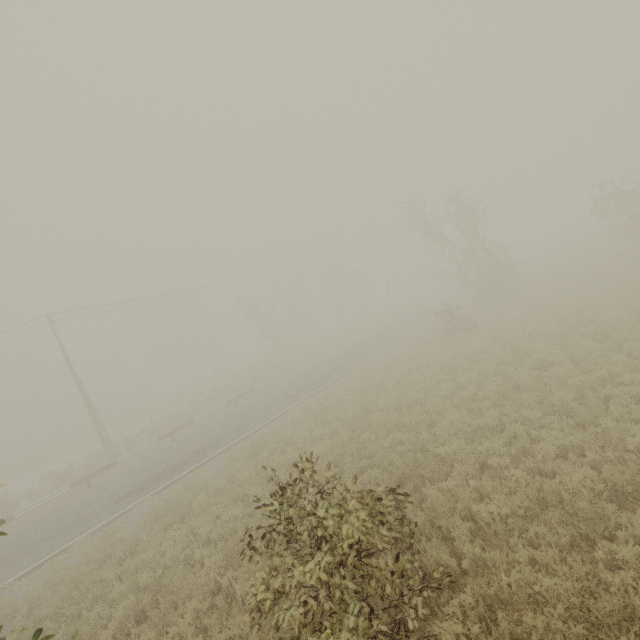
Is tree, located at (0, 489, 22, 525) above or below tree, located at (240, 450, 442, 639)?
below

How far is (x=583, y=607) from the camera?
4.6m

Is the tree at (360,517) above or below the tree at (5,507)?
above

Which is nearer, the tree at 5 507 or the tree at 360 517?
the tree at 360 517

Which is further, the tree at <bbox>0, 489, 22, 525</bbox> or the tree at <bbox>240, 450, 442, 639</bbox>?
the tree at <bbox>0, 489, 22, 525</bbox>
